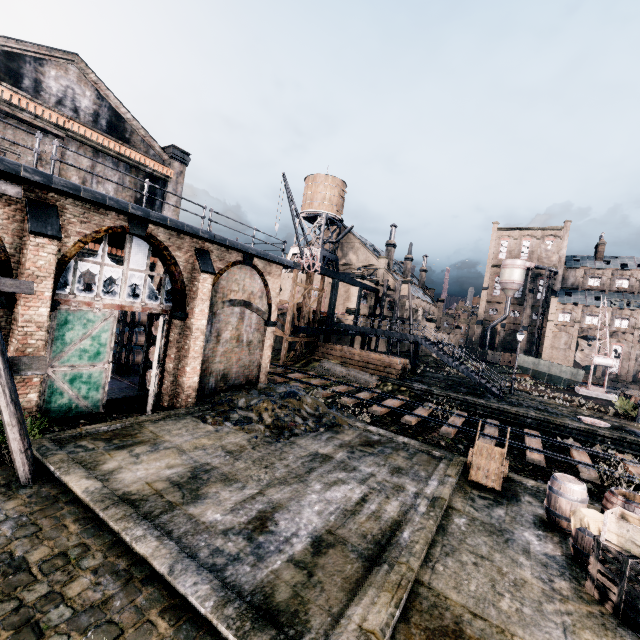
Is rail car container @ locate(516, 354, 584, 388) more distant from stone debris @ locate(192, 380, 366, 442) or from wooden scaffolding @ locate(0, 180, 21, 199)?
wooden scaffolding @ locate(0, 180, 21, 199)

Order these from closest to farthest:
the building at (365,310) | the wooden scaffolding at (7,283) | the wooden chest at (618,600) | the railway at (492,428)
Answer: the wooden chest at (618,600) → the wooden scaffolding at (7,283) → the railway at (492,428) → the building at (365,310)

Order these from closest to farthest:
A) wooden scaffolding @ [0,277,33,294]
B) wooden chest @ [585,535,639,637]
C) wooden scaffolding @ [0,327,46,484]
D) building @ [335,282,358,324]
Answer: wooden chest @ [585,535,639,637]
wooden scaffolding @ [0,327,46,484]
wooden scaffolding @ [0,277,33,294]
building @ [335,282,358,324]

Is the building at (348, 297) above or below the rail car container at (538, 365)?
above

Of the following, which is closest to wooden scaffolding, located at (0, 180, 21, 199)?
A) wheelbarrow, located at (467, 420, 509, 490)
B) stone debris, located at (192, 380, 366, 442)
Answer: stone debris, located at (192, 380, 366, 442)

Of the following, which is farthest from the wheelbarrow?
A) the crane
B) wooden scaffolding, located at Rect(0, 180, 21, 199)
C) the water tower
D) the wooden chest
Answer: the water tower

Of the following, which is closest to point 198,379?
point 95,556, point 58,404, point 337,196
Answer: point 58,404

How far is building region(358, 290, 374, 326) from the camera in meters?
41.8
